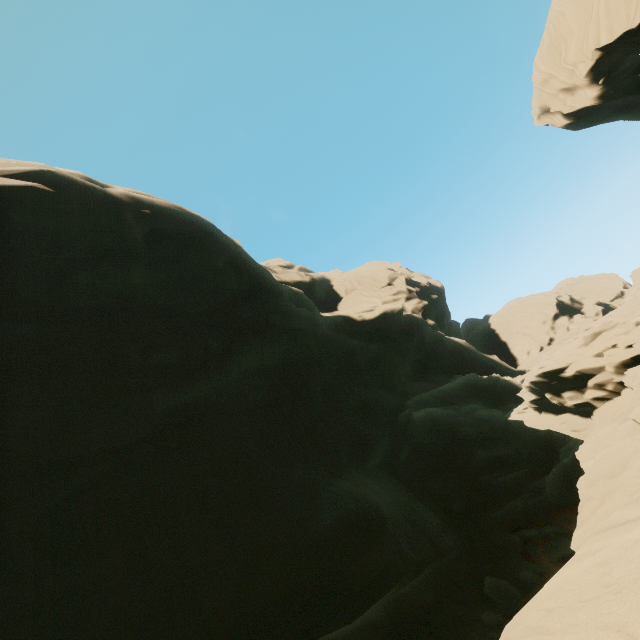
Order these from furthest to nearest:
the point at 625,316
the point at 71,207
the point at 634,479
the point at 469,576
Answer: the point at 71,207, the point at 469,576, the point at 625,316, the point at 634,479

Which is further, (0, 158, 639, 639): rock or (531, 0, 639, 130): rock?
(531, 0, 639, 130): rock

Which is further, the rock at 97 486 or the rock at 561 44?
the rock at 561 44
